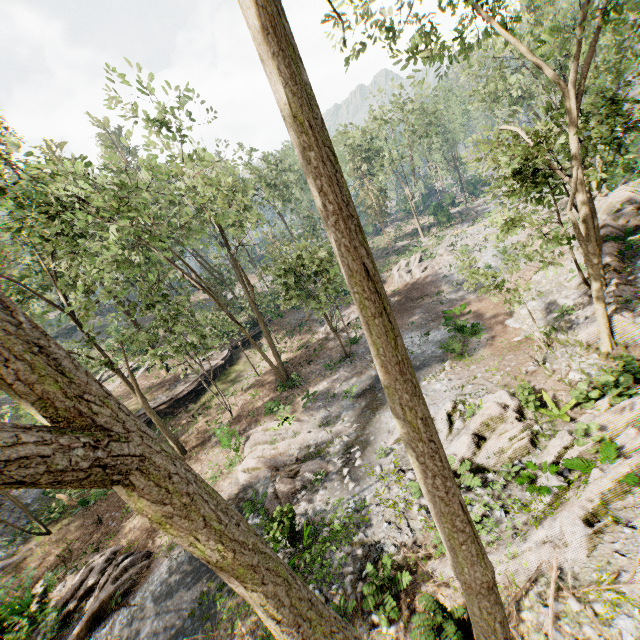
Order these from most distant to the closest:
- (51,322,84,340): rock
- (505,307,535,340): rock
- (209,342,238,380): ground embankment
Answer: (51,322,84,340): rock, (209,342,238,380): ground embankment, (505,307,535,340): rock

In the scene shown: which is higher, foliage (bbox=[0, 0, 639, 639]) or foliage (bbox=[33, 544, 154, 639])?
foliage (bbox=[0, 0, 639, 639])

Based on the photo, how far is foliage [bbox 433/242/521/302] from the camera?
13.01m

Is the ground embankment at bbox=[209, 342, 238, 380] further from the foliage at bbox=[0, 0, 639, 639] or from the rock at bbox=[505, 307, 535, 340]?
the rock at bbox=[505, 307, 535, 340]

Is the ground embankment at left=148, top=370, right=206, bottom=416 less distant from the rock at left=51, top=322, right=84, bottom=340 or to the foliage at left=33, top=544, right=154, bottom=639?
the foliage at left=33, top=544, right=154, bottom=639

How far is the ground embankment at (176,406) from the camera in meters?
27.5

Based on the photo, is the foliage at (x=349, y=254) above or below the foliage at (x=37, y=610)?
above

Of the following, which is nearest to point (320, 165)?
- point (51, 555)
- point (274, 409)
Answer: point (274, 409)
